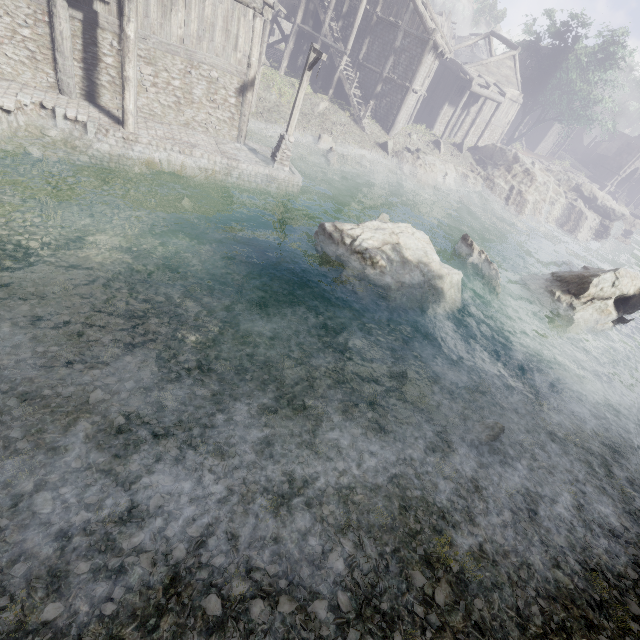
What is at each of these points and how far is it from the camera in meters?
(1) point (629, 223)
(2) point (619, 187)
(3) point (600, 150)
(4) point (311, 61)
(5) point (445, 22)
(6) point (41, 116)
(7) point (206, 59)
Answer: (1) rock, 42.7
(2) stone arch, 49.1
(3) building, 56.1
(4) wooden lamp post, 13.3
(5) wooden plank rubble, 37.3
(6) building base, 11.9
(7) building, 13.8

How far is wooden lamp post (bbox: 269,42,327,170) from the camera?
13.19m

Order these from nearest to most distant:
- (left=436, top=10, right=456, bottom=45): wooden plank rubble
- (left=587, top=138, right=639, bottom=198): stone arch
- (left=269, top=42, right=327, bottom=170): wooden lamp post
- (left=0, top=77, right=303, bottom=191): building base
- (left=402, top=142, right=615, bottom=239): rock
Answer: (left=0, top=77, right=303, bottom=191): building base < (left=269, top=42, right=327, bottom=170): wooden lamp post < (left=402, top=142, right=615, bottom=239): rock < (left=436, top=10, right=456, bottom=45): wooden plank rubble < (left=587, top=138, right=639, bottom=198): stone arch

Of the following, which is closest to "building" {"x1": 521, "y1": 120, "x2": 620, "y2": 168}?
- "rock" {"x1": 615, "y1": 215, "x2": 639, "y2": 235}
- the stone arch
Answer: the stone arch

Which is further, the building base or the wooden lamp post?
the wooden lamp post

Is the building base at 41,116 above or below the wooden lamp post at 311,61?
below

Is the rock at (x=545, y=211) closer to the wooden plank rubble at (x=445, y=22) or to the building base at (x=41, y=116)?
the building base at (x=41, y=116)

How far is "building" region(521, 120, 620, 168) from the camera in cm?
4416
